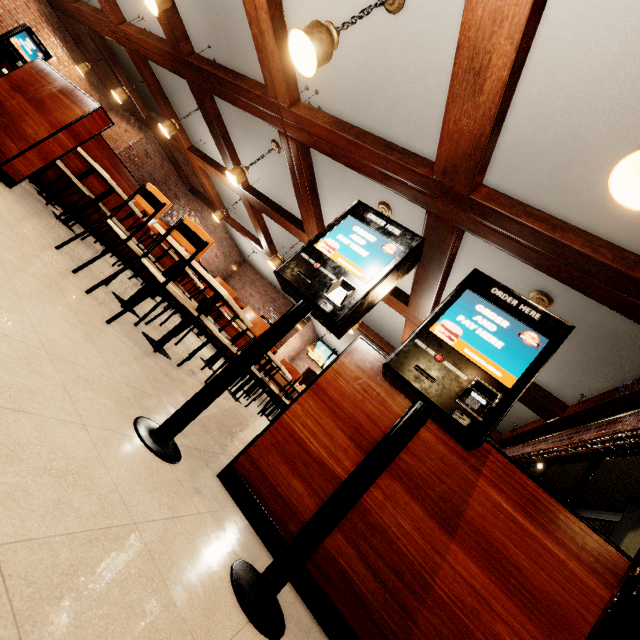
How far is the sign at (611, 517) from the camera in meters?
11.1

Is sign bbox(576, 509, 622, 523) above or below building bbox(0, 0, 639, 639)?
above

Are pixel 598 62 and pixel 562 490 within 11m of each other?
no

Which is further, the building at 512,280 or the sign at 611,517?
the sign at 611,517

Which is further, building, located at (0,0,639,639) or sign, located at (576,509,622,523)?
sign, located at (576,509,622,523)

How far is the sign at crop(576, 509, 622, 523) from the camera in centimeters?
1110cm
